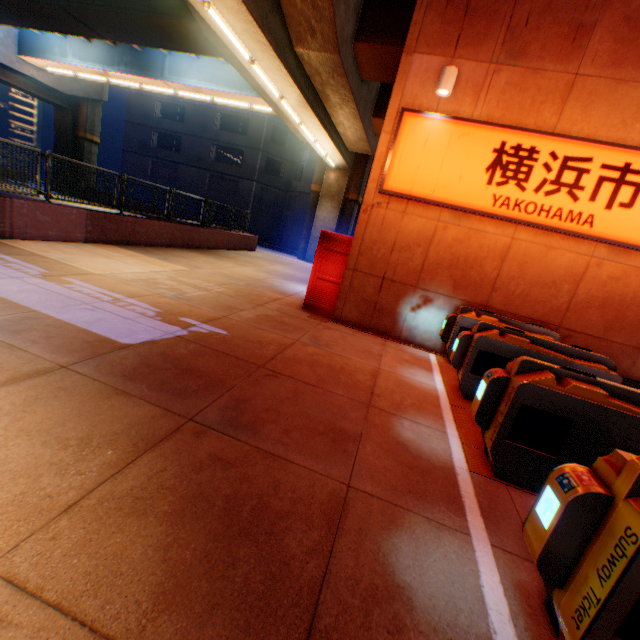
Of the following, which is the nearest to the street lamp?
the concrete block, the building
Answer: the concrete block

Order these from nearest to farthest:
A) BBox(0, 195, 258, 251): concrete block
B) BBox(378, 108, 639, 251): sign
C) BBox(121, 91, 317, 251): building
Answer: BBox(378, 108, 639, 251): sign → BBox(0, 195, 258, 251): concrete block → BBox(121, 91, 317, 251): building

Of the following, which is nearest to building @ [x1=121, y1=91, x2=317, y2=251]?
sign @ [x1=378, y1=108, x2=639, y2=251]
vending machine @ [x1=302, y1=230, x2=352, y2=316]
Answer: vending machine @ [x1=302, y1=230, x2=352, y2=316]

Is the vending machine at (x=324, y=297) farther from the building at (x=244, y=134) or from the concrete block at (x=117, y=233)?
the building at (x=244, y=134)

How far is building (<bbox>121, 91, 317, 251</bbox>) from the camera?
32.5 meters

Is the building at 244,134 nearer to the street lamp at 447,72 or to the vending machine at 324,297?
the vending machine at 324,297

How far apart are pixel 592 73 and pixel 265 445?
8.4m

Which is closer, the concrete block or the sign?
the sign
